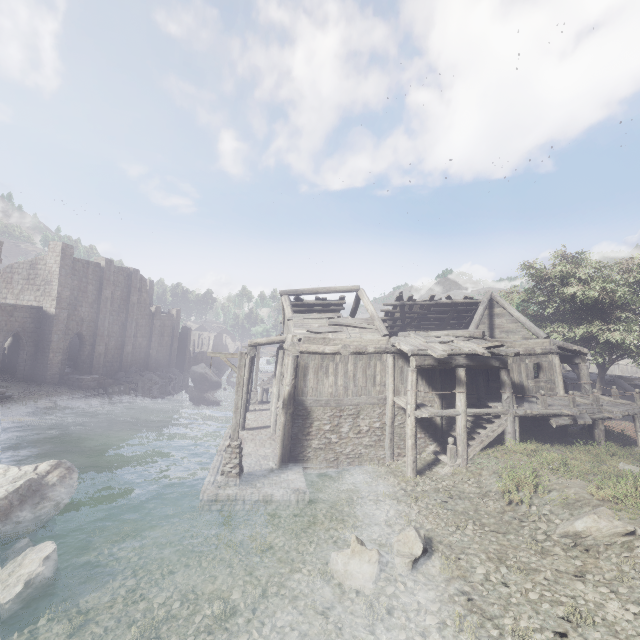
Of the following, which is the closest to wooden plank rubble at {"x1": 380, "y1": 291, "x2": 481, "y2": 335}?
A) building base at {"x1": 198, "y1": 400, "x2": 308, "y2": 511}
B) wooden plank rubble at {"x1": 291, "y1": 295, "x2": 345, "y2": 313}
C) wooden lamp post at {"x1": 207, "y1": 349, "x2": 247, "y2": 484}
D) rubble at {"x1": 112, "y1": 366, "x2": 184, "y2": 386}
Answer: wooden plank rubble at {"x1": 291, "y1": 295, "x2": 345, "y2": 313}

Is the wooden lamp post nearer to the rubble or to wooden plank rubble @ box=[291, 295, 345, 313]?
wooden plank rubble @ box=[291, 295, 345, 313]

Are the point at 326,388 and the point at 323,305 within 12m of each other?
yes

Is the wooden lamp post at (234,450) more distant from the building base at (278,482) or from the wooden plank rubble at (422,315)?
the wooden plank rubble at (422,315)

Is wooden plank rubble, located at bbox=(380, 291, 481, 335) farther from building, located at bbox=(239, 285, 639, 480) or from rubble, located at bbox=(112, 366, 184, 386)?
rubble, located at bbox=(112, 366, 184, 386)

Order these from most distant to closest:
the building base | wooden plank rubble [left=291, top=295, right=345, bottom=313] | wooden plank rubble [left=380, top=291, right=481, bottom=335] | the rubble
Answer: the rubble
wooden plank rubble [left=380, top=291, right=481, bottom=335]
wooden plank rubble [left=291, top=295, right=345, bottom=313]
the building base

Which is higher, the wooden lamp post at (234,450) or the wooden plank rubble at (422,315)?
the wooden plank rubble at (422,315)

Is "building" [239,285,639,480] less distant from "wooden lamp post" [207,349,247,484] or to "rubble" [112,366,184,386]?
"rubble" [112,366,184,386]
